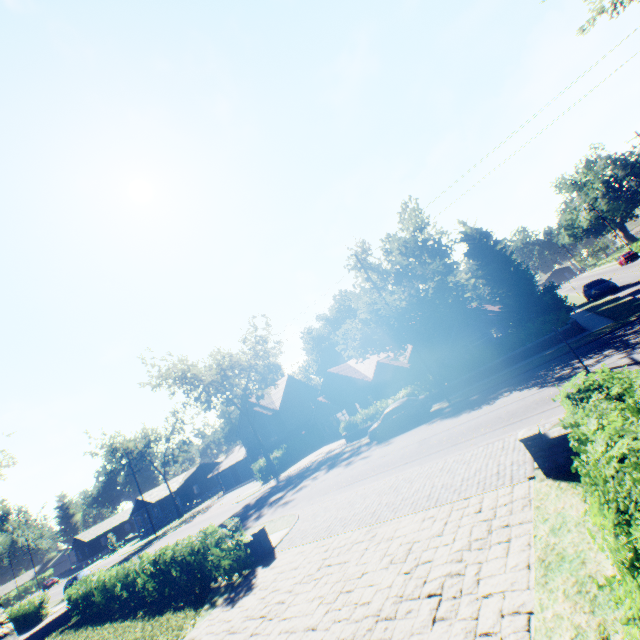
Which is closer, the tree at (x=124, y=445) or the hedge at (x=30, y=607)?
the hedge at (x=30, y=607)

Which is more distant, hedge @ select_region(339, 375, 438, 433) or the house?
the house

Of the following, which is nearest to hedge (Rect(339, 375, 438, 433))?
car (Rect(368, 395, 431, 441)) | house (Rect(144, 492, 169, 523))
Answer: car (Rect(368, 395, 431, 441))

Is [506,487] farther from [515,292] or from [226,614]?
[515,292]

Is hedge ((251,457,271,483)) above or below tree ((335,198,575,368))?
below

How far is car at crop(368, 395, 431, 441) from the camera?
20.48m

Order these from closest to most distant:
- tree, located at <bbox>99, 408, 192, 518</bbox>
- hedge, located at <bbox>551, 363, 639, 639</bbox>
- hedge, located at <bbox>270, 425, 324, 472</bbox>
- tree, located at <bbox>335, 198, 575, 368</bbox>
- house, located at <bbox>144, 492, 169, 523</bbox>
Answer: hedge, located at <bbox>551, 363, 639, 639</bbox> < tree, located at <bbox>335, 198, 575, 368</bbox> < hedge, located at <bbox>270, 425, 324, 472</bbox> < tree, located at <bbox>99, 408, 192, 518</bbox> < house, located at <bbox>144, 492, 169, 523</bbox>

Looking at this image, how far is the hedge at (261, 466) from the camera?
35.2 meters
